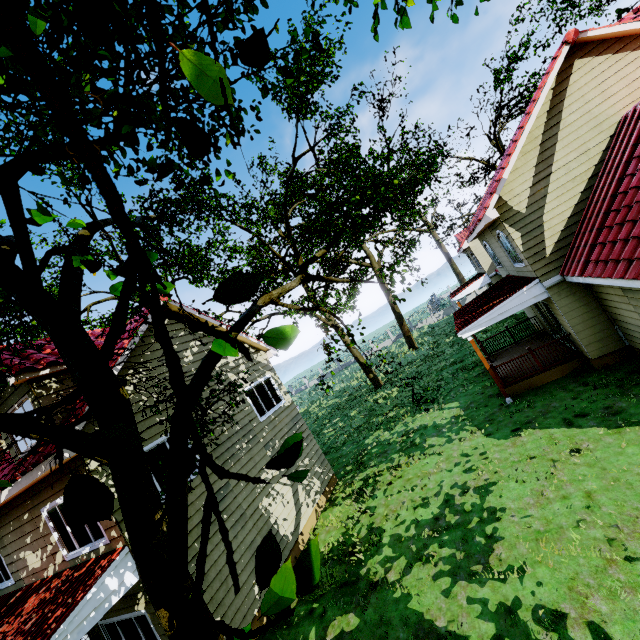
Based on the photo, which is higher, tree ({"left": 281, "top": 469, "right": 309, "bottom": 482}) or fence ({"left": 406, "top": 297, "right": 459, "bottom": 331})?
tree ({"left": 281, "top": 469, "right": 309, "bottom": 482})

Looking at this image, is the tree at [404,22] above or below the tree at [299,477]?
above

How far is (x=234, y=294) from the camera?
1.0m

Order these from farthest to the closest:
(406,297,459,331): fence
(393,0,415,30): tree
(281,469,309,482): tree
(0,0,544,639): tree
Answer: (406,297,459,331): fence
(393,0,415,30): tree
(281,469,309,482): tree
(0,0,544,639): tree

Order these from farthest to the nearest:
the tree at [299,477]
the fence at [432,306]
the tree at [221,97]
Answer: the fence at [432,306]
the tree at [299,477]
the tree at [221,97]

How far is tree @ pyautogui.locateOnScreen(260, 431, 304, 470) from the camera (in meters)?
1.21
